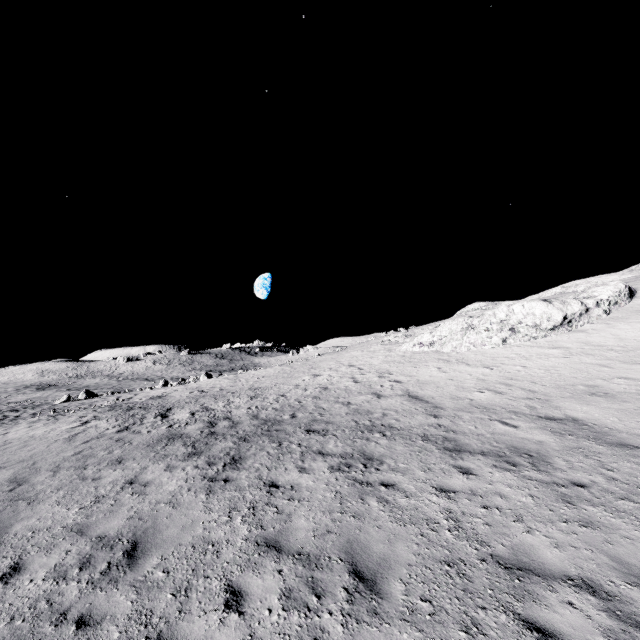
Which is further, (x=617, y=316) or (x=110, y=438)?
(x=617, y=316)
